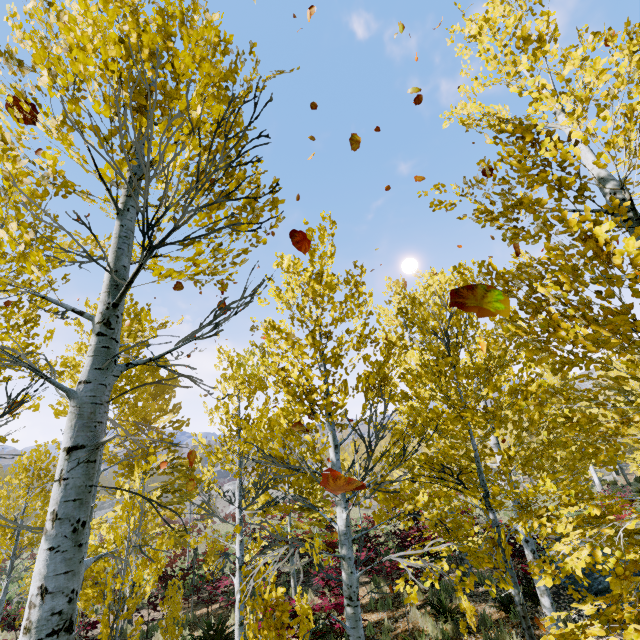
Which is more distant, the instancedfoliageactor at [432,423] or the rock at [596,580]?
the rock at [596,580]

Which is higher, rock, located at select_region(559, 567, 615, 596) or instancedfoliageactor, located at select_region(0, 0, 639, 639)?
instancedfoliageactor, located at select_region(0, 0, 639, 639)

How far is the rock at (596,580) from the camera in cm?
838

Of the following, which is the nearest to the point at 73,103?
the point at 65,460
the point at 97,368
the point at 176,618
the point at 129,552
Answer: the point at 97,368

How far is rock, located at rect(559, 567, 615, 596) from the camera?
8.4 meters

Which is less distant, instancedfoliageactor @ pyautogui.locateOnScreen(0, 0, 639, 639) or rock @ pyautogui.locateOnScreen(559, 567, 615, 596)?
instancedfoliageactor @ pyautogui.locateOnScreen(0, 0, 639, 639)
